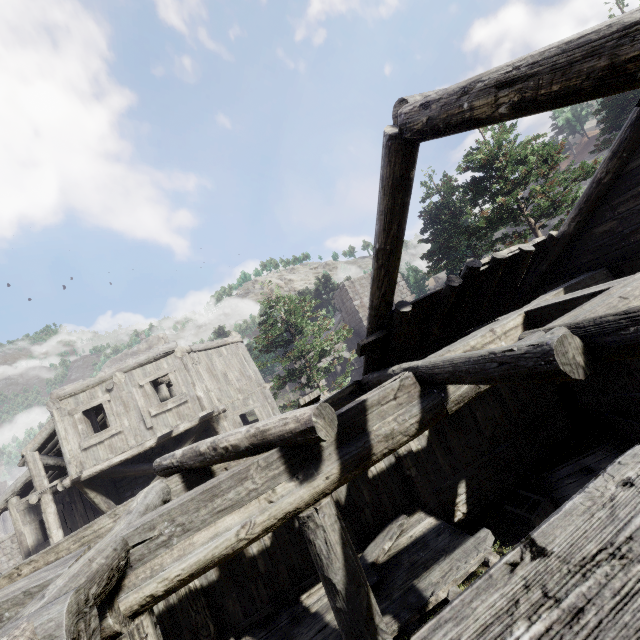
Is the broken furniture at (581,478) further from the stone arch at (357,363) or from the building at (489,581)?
the stone arch at (357,363)

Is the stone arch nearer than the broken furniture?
No

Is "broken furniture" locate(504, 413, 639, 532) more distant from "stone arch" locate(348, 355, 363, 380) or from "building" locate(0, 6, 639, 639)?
"stone arch" locate(348, 355, 363, 380)

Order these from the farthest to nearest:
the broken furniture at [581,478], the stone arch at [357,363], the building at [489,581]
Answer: the stone arch at [357,363], the broken furniture at [581,478], the building at [489,581]

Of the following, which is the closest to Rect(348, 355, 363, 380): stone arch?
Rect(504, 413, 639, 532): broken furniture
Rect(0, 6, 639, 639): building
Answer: Rect(0, 6, 639, 639): building

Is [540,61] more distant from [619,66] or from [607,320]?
[607,320]

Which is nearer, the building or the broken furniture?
the building
